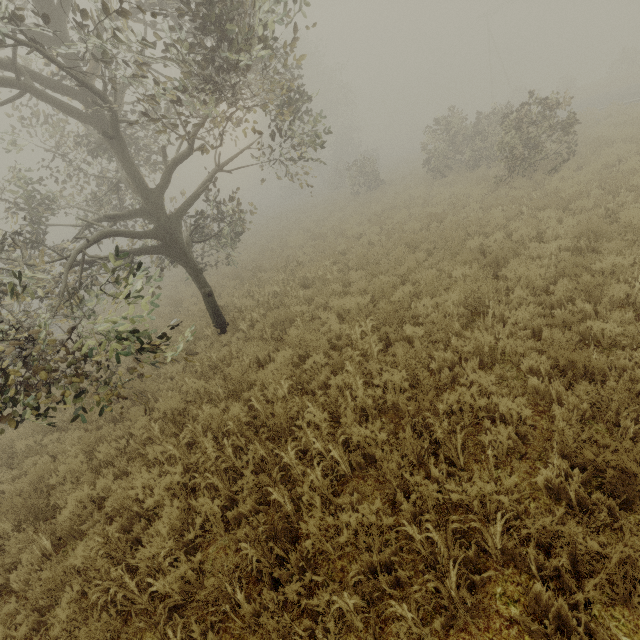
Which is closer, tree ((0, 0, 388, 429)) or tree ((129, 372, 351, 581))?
tree ((129, 372, 351, 581))

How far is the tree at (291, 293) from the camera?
8.07m

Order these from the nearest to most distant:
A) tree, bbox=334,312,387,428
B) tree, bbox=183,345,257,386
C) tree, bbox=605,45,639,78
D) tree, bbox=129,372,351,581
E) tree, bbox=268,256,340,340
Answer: tree, bbox=129,372,351,581 → tree, bbox=334,312,387,428 → tree, bbox=183,345,257,386 → tree, bbox=268,256,340,340 → tree, bbox=605,45,639,78

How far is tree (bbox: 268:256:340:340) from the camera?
8.07m

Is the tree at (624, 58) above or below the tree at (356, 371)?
above

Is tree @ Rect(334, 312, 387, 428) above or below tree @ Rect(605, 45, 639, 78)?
below

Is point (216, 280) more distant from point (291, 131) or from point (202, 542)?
point (202, 542)
